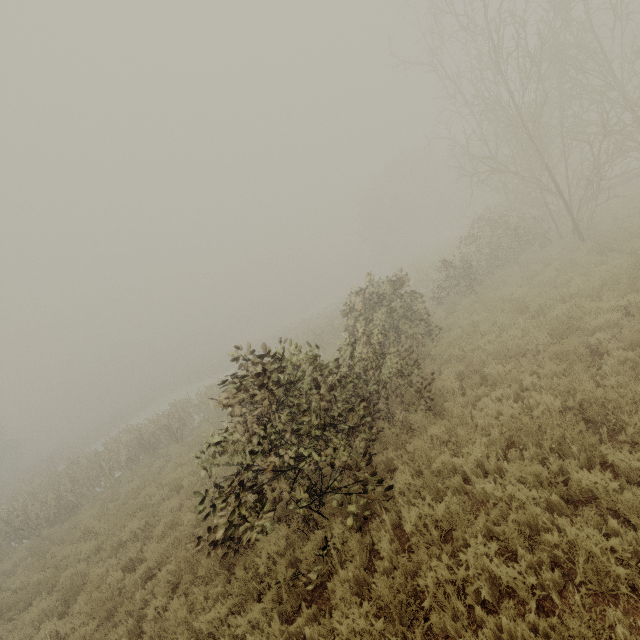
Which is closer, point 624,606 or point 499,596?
point 624,606
